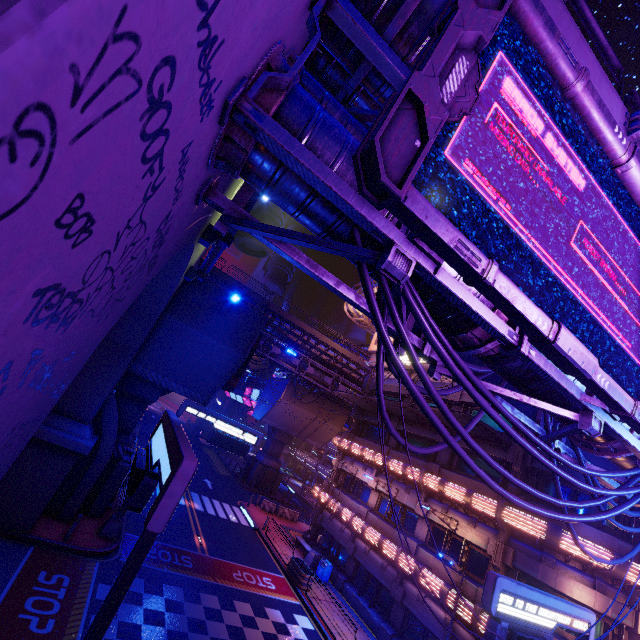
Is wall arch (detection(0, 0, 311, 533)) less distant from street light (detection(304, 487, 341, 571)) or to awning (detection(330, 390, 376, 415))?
awning (detection(330, 390, 376, 415))

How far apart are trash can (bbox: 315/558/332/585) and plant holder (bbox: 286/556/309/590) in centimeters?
116cm

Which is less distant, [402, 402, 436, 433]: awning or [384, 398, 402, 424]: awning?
[402, 402, 436, 433]: awning

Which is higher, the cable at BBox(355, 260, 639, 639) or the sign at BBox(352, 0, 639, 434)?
the sign at BBox(352, 0, 639, 434)

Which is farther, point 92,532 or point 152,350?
point 152,350

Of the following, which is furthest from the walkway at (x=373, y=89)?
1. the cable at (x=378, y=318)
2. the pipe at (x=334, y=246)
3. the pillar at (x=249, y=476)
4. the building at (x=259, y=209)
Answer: the pillar at (x=249, y=476)

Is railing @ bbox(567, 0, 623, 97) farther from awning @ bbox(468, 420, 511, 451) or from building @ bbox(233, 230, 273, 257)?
building @ bbox(233, 230, 273, 257)

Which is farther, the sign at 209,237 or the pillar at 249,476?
the pillar at 249,476
